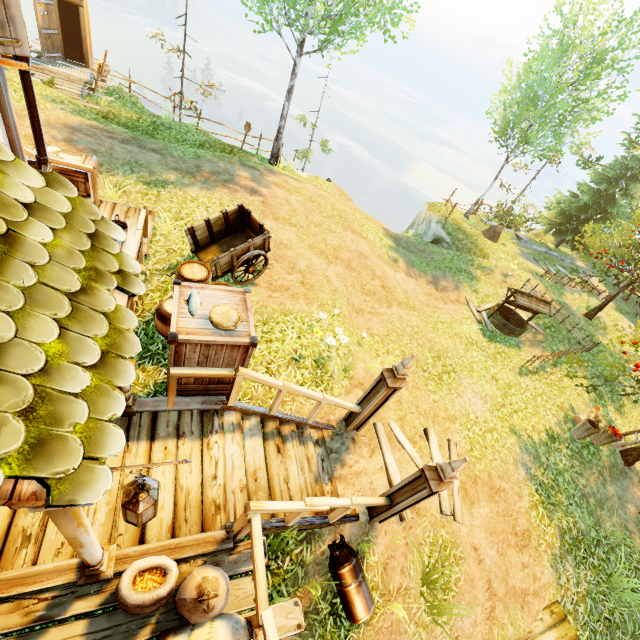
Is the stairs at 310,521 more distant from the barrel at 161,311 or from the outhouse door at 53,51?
the outhouse door at 53,51

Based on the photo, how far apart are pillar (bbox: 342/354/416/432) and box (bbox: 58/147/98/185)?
8.0 meters

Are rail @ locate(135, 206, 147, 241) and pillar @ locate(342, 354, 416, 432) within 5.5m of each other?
yes

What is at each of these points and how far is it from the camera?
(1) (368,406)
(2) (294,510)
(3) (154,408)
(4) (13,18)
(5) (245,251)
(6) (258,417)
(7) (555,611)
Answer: (1) pillar, 5.9m
(2) rail, 3.6m
(3) wooden platform, 4.4m
(4) window shutters, 3.9m
(5) cart, 7.5m
(6) stairs, 5.1m
(7) wooden platform, 6.7m

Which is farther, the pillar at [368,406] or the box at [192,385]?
the pillar at [368,406]

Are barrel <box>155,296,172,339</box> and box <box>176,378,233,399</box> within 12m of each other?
yes

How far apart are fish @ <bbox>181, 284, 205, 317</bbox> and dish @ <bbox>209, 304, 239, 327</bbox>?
0.2 meters

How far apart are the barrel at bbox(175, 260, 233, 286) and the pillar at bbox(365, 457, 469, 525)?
4.11m
